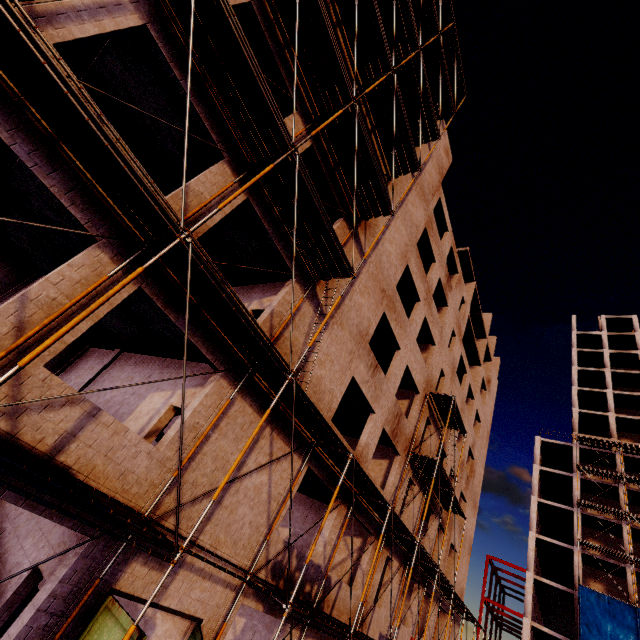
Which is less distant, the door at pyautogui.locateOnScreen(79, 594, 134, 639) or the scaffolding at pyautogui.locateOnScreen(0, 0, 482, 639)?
the scaffolding at pyautogui.locateOnScreen(0, 0, 482, 639)

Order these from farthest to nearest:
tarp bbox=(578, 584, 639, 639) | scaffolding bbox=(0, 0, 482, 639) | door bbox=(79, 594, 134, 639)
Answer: tarp bbox=(578, 584, 639, 639), door bbox=(79, 594, 134, 639), scaffolding bbox=(0, 0, 482, 639)

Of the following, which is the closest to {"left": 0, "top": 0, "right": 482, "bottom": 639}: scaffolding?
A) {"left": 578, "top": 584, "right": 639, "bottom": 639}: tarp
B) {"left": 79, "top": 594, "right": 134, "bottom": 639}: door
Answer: {"left": 79, "top": 594, "right": 134, "bottom": 639}: door

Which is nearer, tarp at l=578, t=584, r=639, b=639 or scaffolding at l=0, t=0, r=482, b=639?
scaffolding at l=0, t=0, r=482, b=639

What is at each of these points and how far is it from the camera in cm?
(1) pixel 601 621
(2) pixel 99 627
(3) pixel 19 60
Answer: (1) tarp, 2842
(2) door, 596
(3) scaffolding, 459

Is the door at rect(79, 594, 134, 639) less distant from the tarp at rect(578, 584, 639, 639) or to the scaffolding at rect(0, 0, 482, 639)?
the scaffolding at rect(0, 0, 482, 639)

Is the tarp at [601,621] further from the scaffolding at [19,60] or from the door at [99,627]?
the door at [99,627]
